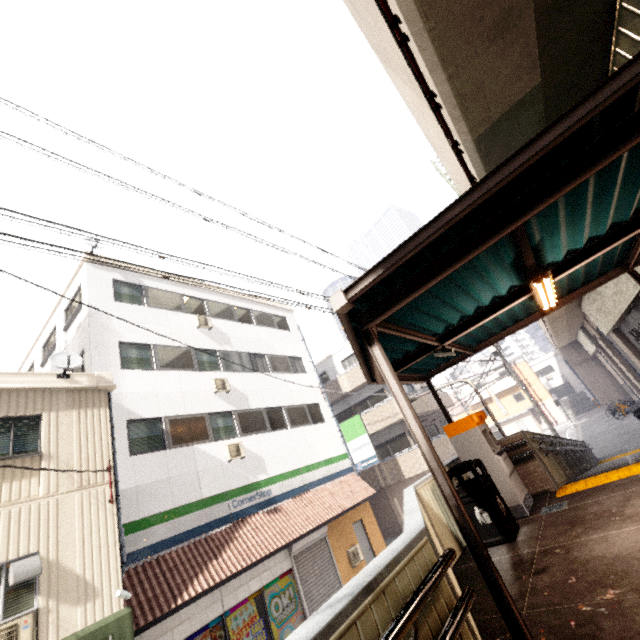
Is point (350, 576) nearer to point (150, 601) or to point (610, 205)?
point (150, 601)

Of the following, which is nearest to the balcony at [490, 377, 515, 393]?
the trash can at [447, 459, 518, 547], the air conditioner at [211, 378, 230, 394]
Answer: the air conditioner at [211, 378, 230, 394]

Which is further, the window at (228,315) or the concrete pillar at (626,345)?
the window at (228,315)

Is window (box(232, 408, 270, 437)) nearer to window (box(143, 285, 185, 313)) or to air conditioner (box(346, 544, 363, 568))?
window (box(143, 285, 185, 313))

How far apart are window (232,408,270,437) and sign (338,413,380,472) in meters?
4.8

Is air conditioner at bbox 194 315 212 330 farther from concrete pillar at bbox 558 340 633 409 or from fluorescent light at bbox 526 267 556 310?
concrete pillar at bbox 558 340 633 409

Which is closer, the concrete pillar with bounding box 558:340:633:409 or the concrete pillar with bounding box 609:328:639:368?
the concrete pillar with bounding box 609:328:639:368

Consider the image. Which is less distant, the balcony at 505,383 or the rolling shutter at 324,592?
the rolling shutter at 324,592
